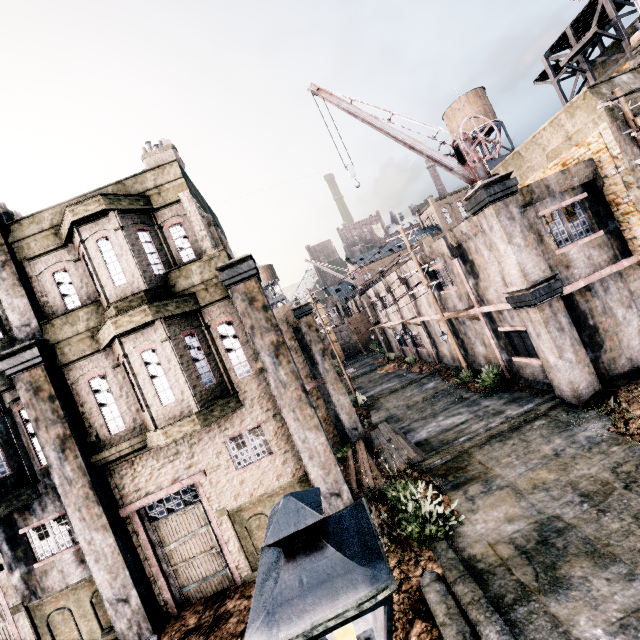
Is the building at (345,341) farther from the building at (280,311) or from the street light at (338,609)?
the street light at (338,609)

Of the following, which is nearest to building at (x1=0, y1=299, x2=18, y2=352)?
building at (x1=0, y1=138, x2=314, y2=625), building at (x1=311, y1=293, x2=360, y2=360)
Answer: building at (x1=0, y1=138, x2=314, y2=625)

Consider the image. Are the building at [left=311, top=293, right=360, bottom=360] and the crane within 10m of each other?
no

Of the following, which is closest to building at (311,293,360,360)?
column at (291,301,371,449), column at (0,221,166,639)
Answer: column at (291,301,371,449)

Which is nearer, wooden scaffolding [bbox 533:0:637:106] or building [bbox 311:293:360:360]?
wooden scaffolding [bbox 533:0:637:106]

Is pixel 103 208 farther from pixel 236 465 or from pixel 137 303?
pixel 236 465

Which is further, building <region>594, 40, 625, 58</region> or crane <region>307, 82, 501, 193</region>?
building <region>594, 40, 625, 58</region>

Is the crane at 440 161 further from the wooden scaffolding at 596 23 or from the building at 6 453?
the building at 6 453
